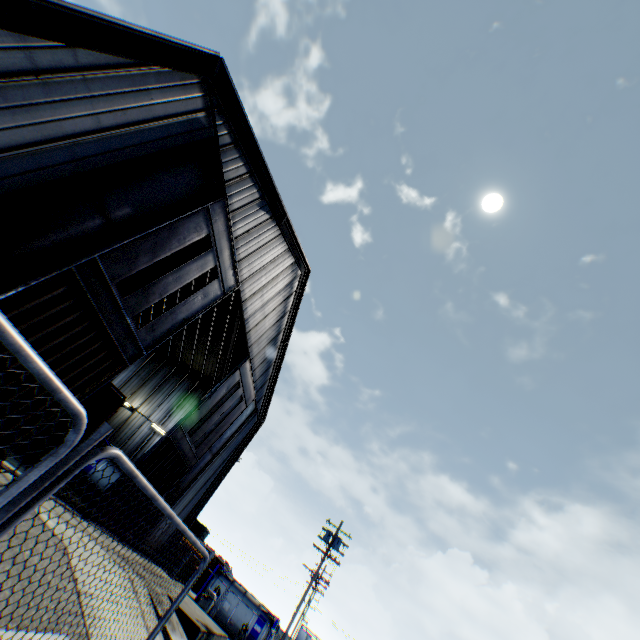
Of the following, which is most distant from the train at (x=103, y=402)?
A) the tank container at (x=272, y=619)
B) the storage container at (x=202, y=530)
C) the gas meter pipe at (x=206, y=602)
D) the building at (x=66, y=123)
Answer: the storage container at (x=202, y=530)

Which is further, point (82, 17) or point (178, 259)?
point (178, 259)

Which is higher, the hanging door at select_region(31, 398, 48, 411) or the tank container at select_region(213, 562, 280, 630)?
the tank container at select_region(213, 562, 280, 630)

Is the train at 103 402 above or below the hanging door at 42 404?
above

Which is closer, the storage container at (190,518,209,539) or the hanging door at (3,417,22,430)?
the hanging door at (3,417,22,430)

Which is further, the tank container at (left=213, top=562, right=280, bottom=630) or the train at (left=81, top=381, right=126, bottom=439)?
the tank container at (left=213, top=562, right=280, bottom=630)

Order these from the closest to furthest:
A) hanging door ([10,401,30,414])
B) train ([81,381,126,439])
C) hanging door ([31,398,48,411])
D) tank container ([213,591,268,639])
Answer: hanging door ([10,401,30,414]), hanging door ([31,398,48,411]), train ([81,381,126,439]), tank container ([213,591,268,639])

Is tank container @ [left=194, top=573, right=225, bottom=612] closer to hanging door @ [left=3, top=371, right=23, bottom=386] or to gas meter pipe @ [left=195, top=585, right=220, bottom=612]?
gas meter pipe @ [left=195, top=585, right=220, bottom=612]
